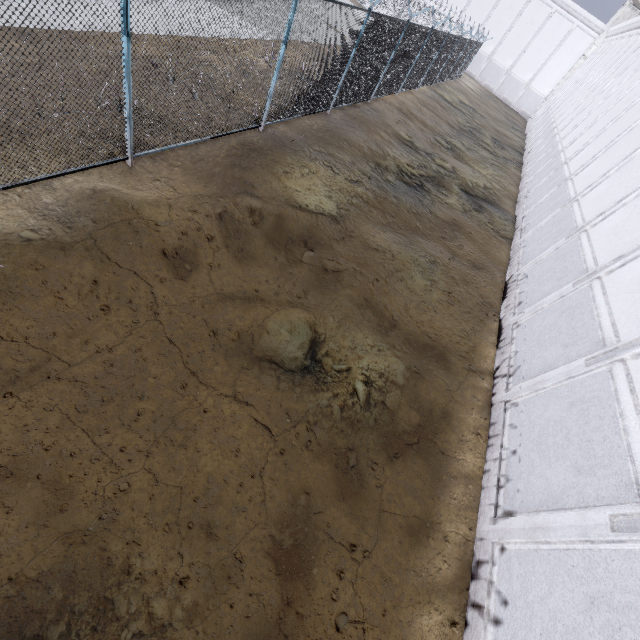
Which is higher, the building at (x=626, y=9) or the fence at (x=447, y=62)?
the building at (x=626, y=9)

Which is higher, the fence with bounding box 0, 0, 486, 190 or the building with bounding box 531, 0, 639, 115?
the building with bounding box 531, 0, 639, 115

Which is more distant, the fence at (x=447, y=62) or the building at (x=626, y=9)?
the building at (x=626, y=9)

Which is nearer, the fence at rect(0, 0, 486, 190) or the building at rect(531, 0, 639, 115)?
the fence at rect(0, 0, 486, 190)

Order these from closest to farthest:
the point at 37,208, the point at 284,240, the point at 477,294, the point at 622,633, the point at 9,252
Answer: the point at 622,633 < the point at 9,252 < the point at 37,208 < the point at 284,240 < the point at 477,294
